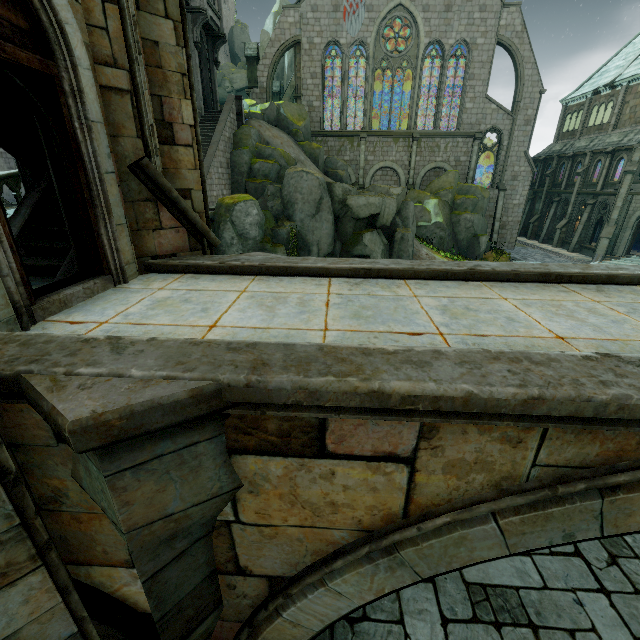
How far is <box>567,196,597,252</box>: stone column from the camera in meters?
29.4 m

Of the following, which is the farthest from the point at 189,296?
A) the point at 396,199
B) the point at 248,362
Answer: the point at 396,199

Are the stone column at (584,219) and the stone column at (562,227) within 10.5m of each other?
yes

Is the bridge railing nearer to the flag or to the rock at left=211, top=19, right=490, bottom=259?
the rock at left=211, top=19, right=490, bottom=259

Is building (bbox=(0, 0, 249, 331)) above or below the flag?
below

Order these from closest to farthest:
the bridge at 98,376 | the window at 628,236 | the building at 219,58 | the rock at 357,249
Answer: the bridge at 98,376 < the building at 219,58 < the rock at 357,249 < the window at 628,236

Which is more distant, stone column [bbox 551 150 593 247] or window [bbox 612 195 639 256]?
stone column [bbox 551 150 593 247]

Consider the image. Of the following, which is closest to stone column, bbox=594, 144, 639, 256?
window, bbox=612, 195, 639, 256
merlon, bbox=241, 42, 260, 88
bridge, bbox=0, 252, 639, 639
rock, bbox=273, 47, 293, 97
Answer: window, bbox=612, 195, 639, 256
